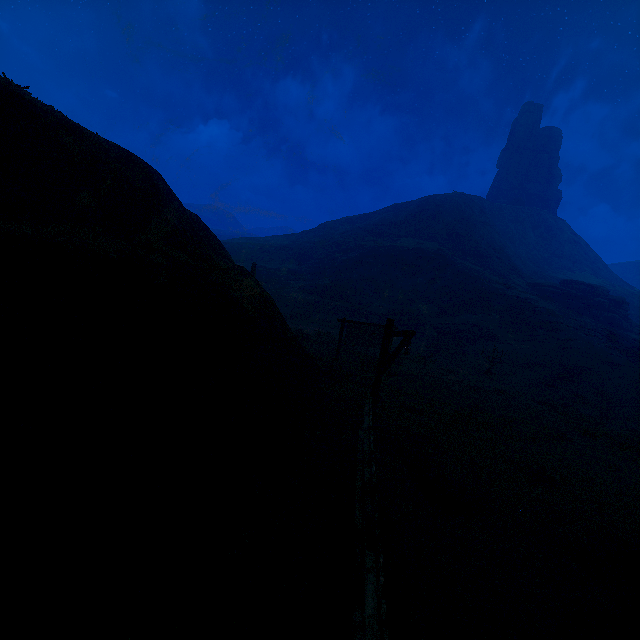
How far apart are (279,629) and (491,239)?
58.1m

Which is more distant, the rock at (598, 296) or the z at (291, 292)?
the rock at (598, 296)

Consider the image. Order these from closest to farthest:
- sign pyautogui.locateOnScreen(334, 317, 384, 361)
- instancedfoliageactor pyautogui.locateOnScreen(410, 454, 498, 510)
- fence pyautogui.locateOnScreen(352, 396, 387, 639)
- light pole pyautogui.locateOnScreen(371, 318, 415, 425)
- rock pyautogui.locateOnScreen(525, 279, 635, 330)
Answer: fence pyautogui.locateOnScreen(352, 396, 387, 639)
instancedfoliageactor pyautogui.locateOnScreen(410, 454, 498, 510)
light pole pyautogui.locateOnScreen(371, 318, 415, 425)
sign pyautogui.locateOnScreen(334, 317, 384, 361)
rock pyautogui.locateOnScreen(525, 279, 635, 330)

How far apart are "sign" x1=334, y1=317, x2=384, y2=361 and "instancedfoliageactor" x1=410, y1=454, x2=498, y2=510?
8.5m

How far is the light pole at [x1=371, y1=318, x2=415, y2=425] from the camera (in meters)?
8.27

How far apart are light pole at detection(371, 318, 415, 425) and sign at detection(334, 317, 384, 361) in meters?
6.5 m

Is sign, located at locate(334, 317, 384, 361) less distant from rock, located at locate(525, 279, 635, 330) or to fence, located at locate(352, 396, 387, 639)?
fence, located at locate(352, 396, 387, 639)

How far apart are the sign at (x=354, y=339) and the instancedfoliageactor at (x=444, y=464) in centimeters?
853cm
